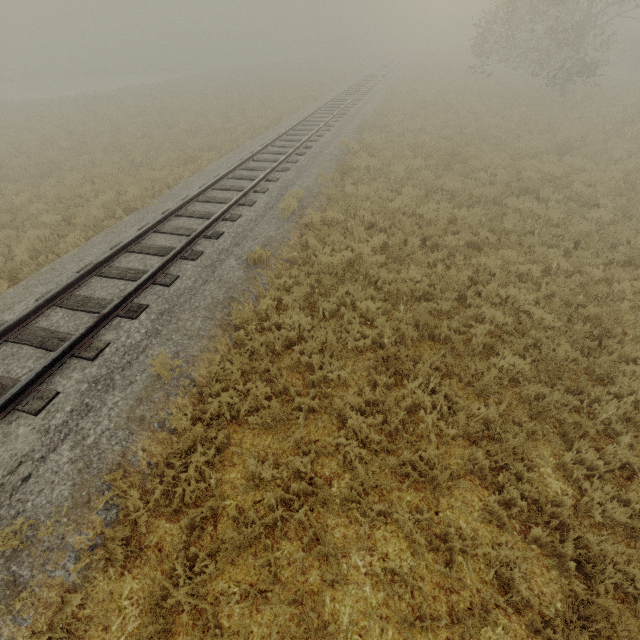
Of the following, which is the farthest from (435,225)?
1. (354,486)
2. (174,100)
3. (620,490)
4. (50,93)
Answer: (50,93)
